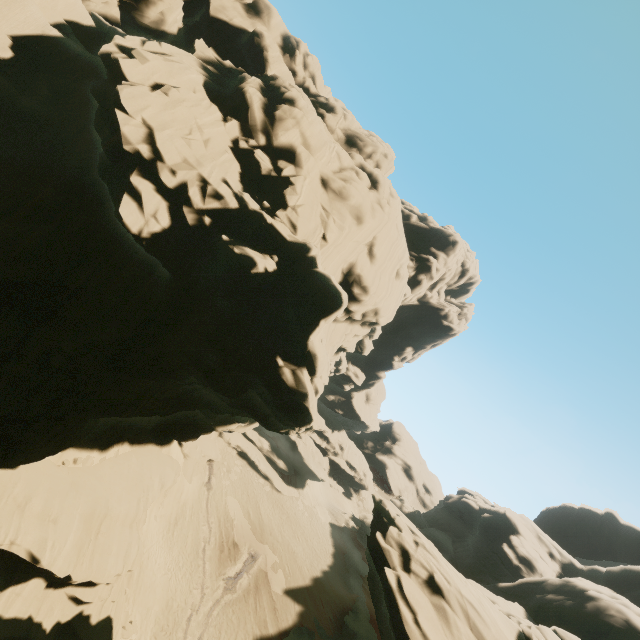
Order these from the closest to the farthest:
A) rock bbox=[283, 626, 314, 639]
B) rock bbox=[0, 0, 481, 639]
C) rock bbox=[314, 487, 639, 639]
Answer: rock bbox=[0, 0, 481, 639], rock bbox=[314, 487, 639, 639], rock bbox=[283, 626, 314, 639]

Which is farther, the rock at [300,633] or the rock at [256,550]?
the rock at [256,550]

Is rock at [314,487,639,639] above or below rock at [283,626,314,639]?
above

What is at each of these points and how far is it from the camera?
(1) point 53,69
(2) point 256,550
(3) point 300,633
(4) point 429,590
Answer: (1) rock, 14.56m
(2) rock, 31.91m
(3) rock, 27.48m
(4) rock, 14.39m

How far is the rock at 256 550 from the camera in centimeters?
3066cm

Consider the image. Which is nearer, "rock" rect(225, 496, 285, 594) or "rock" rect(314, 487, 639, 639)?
"rock" rect(314, 487, 639, 639)

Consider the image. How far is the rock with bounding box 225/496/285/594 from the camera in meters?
30.7
